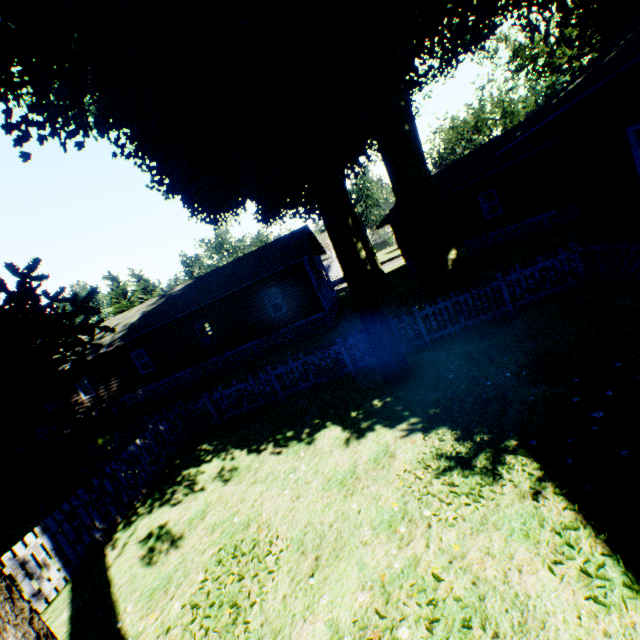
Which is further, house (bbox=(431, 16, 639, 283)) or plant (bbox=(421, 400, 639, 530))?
house (bbox=(431, 16, 639, 283))

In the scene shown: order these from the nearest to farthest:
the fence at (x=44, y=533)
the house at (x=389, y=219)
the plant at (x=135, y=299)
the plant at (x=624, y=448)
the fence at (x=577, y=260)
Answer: the plant at (x=624, y=448), the fence at (x=44, y=533), the fence at (x=577, y=260), the house at (x=389, y=219), the plant at (x=135, y=299)

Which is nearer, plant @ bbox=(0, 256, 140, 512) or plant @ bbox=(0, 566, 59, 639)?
plant @ bbox=(0, 566, 59, 639)

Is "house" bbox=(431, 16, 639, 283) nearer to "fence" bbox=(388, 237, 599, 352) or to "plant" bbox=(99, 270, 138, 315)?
"plant" bbox=(99, 270, 138, 315)

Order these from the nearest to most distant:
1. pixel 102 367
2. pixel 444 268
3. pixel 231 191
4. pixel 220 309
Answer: pixel 444 268 < pixel 231 191 < pixel 220 309 < pixel 102 367

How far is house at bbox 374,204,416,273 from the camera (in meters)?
24.77

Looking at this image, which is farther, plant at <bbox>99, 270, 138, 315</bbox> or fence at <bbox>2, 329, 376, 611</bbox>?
plant at <bbox>99, 270, 138, 315</bbox>

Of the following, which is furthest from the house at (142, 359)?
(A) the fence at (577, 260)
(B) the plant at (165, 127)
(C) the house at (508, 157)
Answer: (C) the house at (508, 157)
